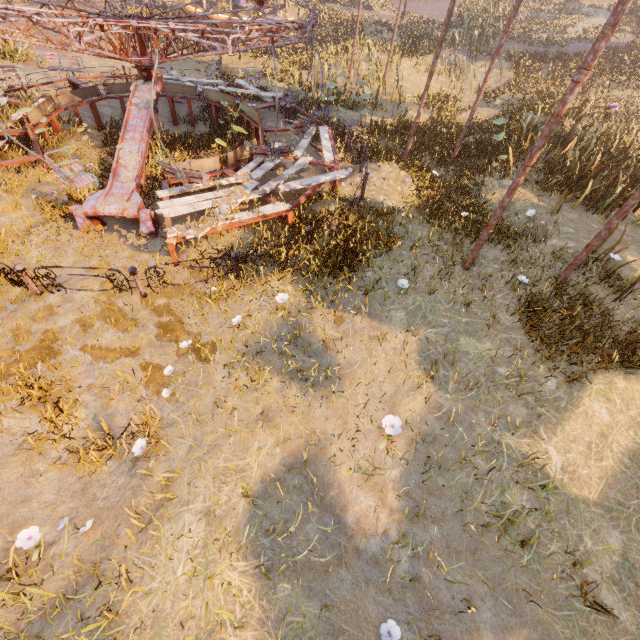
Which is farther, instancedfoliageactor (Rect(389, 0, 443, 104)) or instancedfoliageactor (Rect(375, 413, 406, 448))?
instancedfoliageactor (Rect(389, 0, 443, 104))

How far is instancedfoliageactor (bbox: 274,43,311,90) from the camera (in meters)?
17.27

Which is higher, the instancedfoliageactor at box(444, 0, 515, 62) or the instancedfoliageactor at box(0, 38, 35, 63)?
the instancedfoliageactor at box(444, 0, 515, 62)

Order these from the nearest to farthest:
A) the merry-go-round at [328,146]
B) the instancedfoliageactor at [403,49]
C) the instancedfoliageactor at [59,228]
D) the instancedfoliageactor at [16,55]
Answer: the merry-go-round at [328,146] < the instancedfoliageactor at [59,228] < the instancedfoliageactor at [16,55] < the instancedfoliageactor at [403,49]

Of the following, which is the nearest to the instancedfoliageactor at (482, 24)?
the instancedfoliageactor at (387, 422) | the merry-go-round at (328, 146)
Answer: the merry-go-round at (328, 146)

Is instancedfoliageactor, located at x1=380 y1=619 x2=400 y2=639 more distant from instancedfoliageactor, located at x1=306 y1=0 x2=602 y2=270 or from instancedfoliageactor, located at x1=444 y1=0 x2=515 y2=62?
instancedfoliageactor, located at x1=444 y1=0 x2=515 y2=62

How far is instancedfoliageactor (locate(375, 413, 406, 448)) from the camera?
4.84m

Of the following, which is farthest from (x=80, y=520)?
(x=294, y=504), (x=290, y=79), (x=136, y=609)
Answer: (x=290, y=79)
